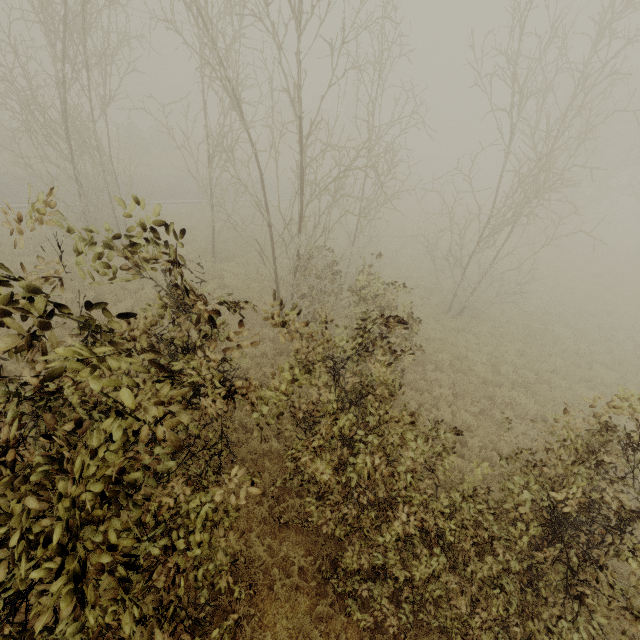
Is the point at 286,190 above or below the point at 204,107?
below
